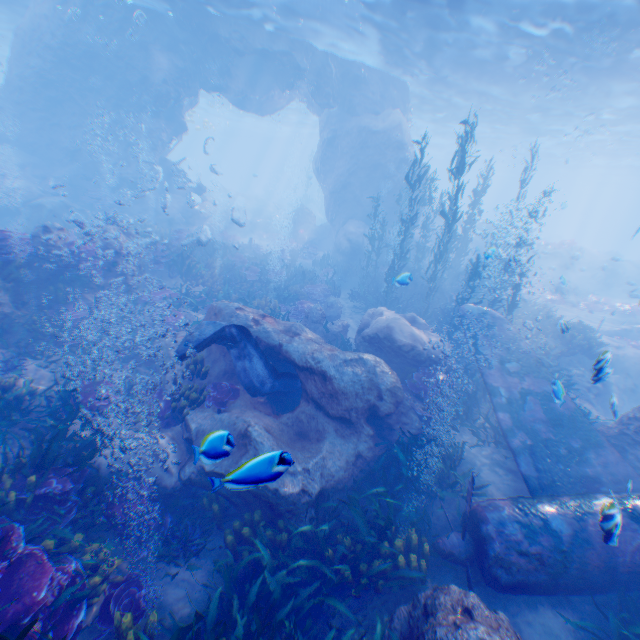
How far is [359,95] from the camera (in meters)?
21.12

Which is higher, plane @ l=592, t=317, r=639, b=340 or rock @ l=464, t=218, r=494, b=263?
rock @ l=464, t=218, r=494, b=263

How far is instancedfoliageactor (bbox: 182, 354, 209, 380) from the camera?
8.17m

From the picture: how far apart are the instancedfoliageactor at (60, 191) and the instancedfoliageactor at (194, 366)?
17.3 meters

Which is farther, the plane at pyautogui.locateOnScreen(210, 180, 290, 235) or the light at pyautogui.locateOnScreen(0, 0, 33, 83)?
the plane at pyautogui.locateOnScreen(210, 180, 290, 235)

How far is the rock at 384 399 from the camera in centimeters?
623cm

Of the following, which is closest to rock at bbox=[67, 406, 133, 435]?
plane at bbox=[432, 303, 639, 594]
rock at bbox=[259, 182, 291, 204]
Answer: plane at bbox=[432, 303, 639, 594]
